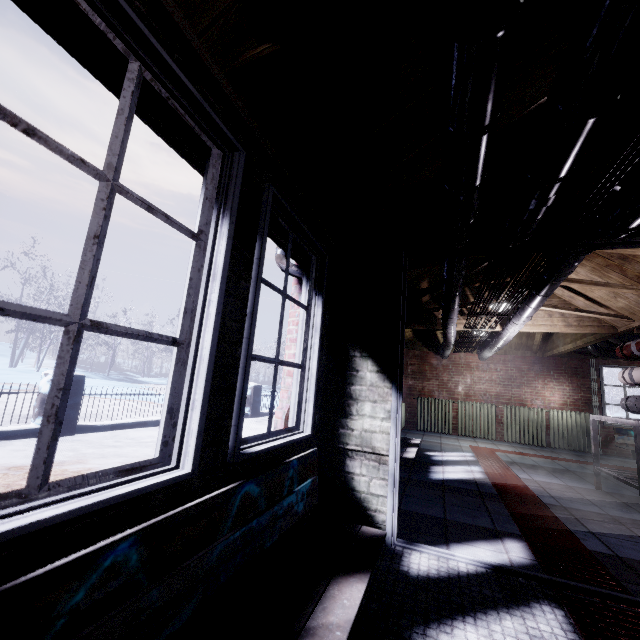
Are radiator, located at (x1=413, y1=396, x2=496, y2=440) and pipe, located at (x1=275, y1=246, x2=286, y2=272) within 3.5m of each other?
no

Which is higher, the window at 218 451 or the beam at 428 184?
the beam at 428 184

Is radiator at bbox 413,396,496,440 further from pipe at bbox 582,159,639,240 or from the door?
pipe at bbox 582,159,639,240

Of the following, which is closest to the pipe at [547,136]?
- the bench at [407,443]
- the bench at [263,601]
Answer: the bench at [263,601]

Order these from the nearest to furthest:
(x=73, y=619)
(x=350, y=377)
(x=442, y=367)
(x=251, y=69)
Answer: (x=73, y=619) < (x=251, y=69) < (x=350, y=377) < (x=442, y=367)

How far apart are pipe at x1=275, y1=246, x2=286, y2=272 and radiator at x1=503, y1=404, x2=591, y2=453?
6.32m

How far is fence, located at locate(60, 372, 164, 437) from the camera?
4.8m

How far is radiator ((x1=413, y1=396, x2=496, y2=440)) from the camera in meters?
7.4 m
